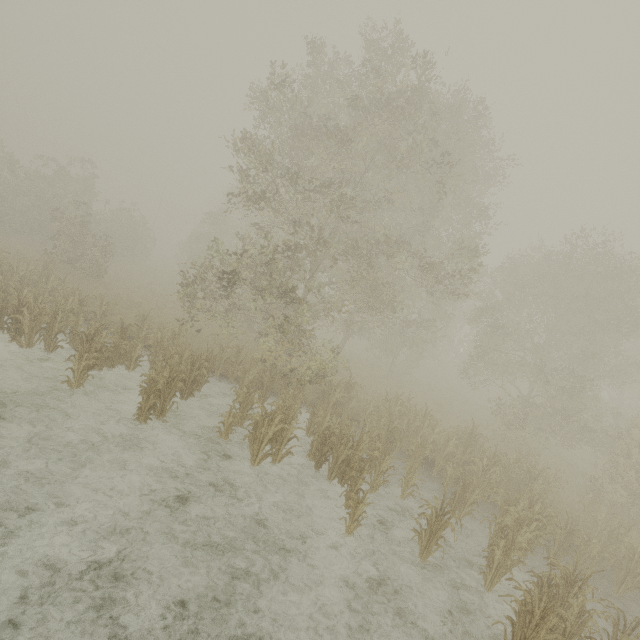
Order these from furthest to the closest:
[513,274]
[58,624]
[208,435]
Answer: [513,274] < [208,435] < [58,624]
